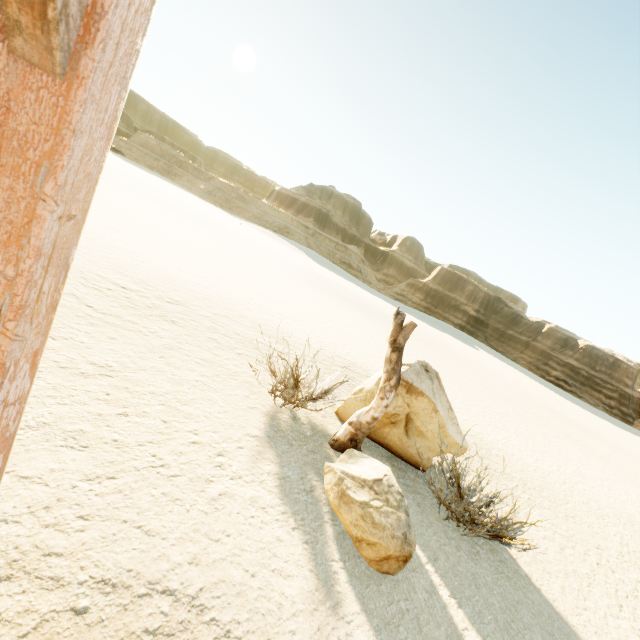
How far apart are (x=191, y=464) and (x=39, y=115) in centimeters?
345cm

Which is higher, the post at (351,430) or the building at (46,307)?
the building at (46,307)

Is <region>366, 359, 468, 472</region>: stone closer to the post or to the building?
the post

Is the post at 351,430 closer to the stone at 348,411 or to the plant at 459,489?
the stone at 348,411

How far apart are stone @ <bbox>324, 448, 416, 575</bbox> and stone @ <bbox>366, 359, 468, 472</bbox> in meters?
1.1 m

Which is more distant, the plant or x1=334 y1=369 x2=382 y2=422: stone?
x1=334 y1=369 x2=382 y2=422: stone

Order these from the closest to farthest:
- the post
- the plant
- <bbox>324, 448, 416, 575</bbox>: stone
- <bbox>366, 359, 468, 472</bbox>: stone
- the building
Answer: the building < <bbox>324, 448, 416, 575</bbox>: stone < the plant < the post < <bbox>366, 359, 468, 472</bbox>: stone

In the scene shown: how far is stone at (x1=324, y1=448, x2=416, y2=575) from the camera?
3.2m
